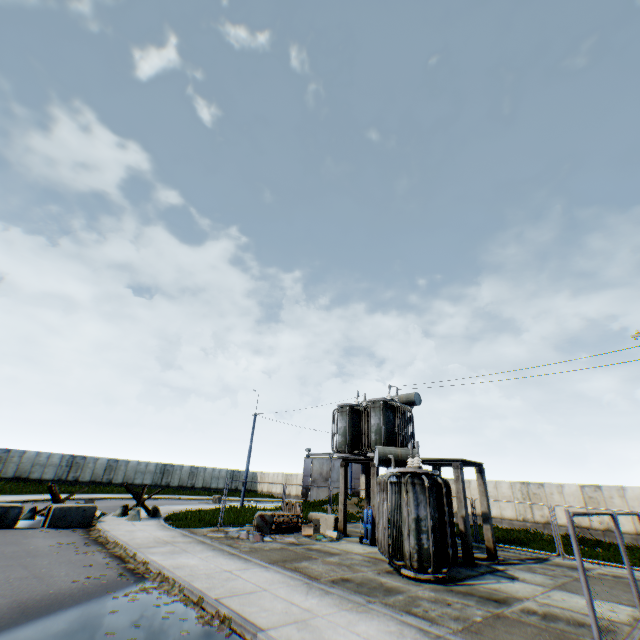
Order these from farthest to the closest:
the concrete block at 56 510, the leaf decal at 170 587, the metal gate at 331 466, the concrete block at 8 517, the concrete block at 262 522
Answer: the metal gate at 331 466
the concrete block at 262 522
the concrete block at 56 510
the concrete block at 8 517
the leaf decal at 170 587

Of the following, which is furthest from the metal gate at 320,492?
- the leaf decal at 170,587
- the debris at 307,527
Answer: the leaf decal at 170,587

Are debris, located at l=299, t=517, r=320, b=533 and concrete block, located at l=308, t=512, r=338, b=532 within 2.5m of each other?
yes

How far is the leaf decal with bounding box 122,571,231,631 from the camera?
6.0m

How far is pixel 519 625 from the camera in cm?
657

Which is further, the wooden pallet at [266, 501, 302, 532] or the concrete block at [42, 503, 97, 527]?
the wooden pallet at [266, 501, 302, 532]

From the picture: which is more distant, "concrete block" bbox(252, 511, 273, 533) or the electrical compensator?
"concrete block" bbox(252, 511, 273, 533)

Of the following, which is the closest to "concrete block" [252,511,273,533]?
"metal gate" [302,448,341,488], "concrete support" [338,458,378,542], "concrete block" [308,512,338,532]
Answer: "concrete block" [308,512,338,532]
